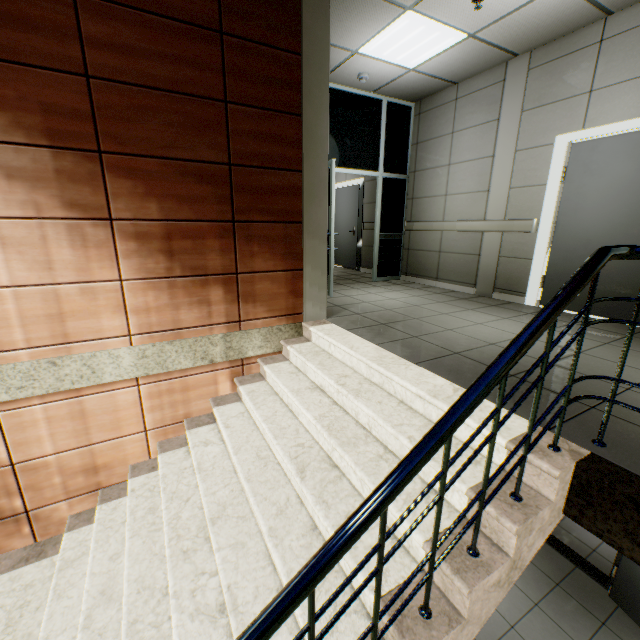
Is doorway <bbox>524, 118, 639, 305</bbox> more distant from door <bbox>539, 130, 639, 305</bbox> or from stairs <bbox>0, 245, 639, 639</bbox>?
stairs <bbox>0, 245, 639, 639</bbox>

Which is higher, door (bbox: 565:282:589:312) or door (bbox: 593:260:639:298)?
door (bbox: 593:260:639:298)

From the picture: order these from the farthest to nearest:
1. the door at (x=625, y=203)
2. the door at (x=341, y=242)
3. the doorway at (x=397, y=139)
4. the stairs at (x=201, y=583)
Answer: the door at (x=341, y=242), the doorway at (x=397, y=139), the door at (x=625, y=203), the stairs at (x=201, y=583)

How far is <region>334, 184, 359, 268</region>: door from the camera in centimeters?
800cm

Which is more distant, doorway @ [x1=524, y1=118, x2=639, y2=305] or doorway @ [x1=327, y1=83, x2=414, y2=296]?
doorway @ [x1=327, y1=83, x2=414, y2=296]

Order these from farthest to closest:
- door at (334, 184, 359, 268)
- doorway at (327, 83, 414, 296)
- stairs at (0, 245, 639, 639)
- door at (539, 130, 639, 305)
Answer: door at (334, 184, 359, 268)
doorway at (327, 83, 414, 296)
door at (539, 130, 639, 305)
stairs at (0, 245, 639, 639)

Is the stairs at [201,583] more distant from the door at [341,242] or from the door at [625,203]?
the door at [341,242]

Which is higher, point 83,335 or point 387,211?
point 387,211
